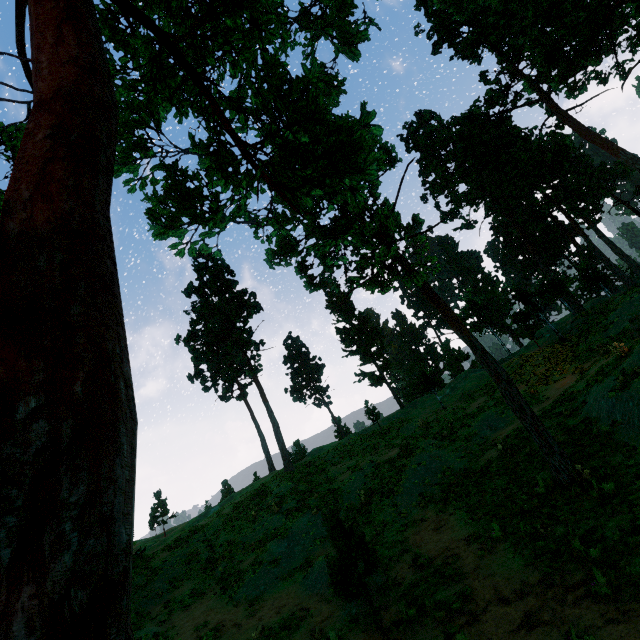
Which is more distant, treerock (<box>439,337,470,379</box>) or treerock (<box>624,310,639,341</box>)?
treerock (<box>439,337,470,379</box>)

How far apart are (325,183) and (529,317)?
26.9m

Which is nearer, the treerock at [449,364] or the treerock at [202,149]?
the treerock at [202,149]

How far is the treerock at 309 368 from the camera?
53.2 meters

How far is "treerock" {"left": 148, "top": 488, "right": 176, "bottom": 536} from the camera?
45.15m

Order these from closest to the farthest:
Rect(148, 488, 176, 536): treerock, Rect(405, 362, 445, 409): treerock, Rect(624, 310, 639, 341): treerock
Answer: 1. Rect(624, 310, 639, 341): treerock
2. Rect(405, 362, 445, 409): treerock
3. Rect(148, 488, 176, 536): treerock
